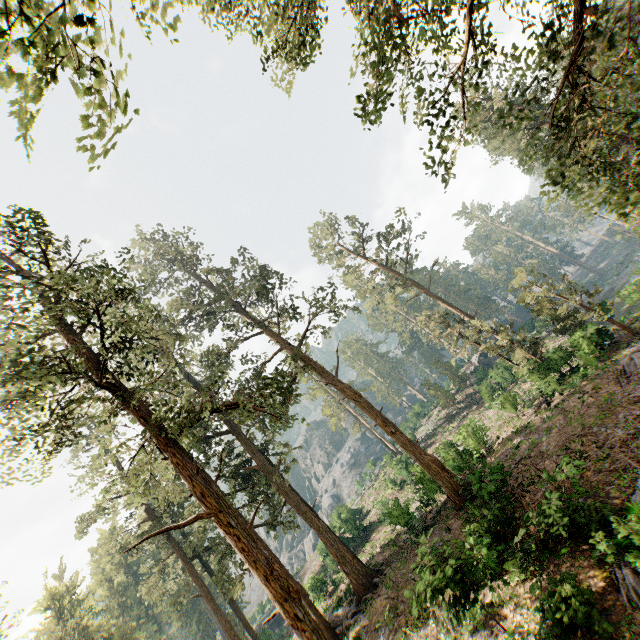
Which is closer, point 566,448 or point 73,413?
point 73,413

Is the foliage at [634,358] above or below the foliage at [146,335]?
below

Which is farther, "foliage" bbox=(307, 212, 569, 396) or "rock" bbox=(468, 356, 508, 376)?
"rock" bbox=(468, 356, 508, 376)

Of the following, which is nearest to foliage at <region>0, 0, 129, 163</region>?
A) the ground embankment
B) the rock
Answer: the rock

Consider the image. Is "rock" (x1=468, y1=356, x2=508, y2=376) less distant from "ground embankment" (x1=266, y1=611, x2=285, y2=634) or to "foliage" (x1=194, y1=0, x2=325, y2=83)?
"foliage" (x1=194, y1=0, x2=325, y2=83)

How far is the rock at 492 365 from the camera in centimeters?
4112cm
